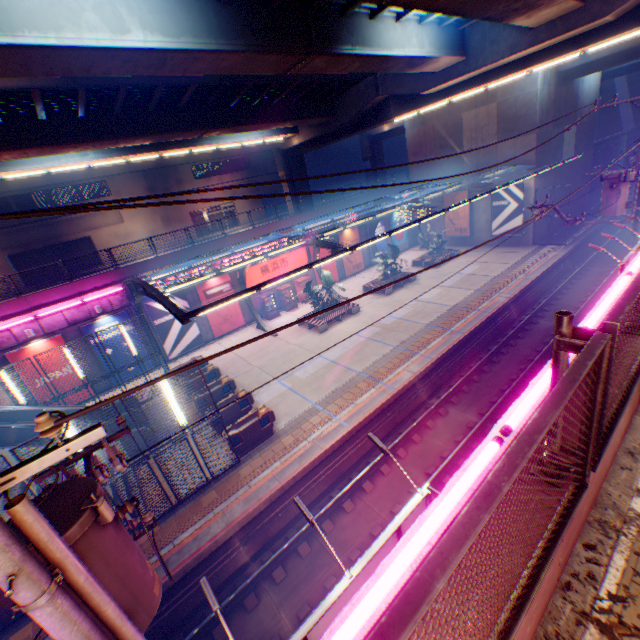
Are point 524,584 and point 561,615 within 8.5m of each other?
yes

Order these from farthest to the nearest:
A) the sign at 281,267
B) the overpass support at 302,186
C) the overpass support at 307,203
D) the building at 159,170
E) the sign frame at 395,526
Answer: the overpass support at 307,203, the overpass support at 302,186, the building at 159,170, the sign at 281,267, the sign frame at 395,526

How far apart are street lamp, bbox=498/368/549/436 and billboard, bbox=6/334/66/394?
22.8 meters

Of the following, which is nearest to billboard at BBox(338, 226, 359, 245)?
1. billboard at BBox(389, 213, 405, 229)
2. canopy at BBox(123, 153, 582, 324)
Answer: canopy at BBox(123, 153, 582, 324)

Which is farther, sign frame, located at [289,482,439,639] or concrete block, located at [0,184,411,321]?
concrete block, located at [0,184,411,321]

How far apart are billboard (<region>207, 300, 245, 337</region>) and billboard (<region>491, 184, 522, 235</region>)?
24.0m

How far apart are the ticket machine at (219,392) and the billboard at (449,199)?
27.2 meters

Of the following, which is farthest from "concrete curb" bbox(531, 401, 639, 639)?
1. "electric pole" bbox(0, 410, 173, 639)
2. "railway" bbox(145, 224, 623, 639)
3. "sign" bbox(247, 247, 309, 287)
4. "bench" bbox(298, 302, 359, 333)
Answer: "sign" bbox(247, 247, 309, 287)
